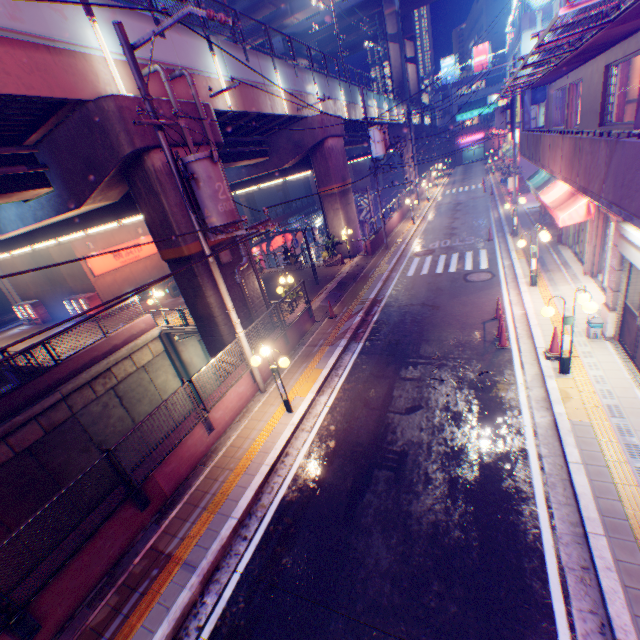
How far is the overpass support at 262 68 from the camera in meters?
13.2 m

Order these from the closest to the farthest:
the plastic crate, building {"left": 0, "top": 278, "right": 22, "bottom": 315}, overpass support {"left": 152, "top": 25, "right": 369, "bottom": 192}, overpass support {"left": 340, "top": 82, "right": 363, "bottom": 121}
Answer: overpass support {"left": 152, "top": 25, "right": 369, "bottom": 192}, the plastic crate, overpass support {"left": 340, "top": 82, "right": 363, "bottom": 121}, building {"left": 0, "top": 278, "right": 22, "bottom": 315}

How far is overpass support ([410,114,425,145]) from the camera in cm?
4716

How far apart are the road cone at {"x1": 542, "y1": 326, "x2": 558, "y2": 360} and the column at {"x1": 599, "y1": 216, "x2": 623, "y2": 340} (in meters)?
1.28

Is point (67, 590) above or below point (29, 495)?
above

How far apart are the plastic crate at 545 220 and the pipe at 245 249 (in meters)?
16.81

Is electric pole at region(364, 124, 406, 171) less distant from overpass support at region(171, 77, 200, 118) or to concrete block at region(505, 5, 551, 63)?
overpass support at region(171, 77, 200, 118)

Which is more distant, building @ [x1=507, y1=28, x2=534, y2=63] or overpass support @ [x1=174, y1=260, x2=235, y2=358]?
building @ [x1=507, y1=28, x2=534, y2=63]
